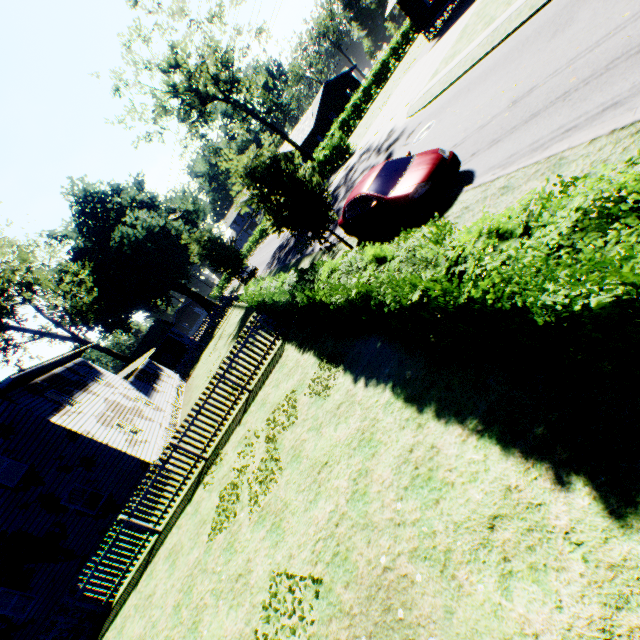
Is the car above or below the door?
below

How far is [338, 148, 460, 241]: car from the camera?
8.3 meters

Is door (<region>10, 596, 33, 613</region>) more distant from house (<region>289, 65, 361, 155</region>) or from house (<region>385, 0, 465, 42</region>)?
house (<region>289, 65, 361, 155</region>)

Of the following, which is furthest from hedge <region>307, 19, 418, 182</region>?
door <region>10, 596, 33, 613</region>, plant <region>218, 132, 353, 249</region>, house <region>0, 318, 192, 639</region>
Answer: door <region>10, 596, 33, 613</region>

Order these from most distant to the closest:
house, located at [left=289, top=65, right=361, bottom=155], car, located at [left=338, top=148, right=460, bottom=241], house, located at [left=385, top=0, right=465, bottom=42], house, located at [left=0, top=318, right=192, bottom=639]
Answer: house, located at [left=289, top=65, right=361, bottom=155], house, located at [left=385, top=0, right=465, bottom=42], house, located at [left=0, top=318, right=192, bottom=639], car, located at [left=338, top=148, right=460, bottom=241]

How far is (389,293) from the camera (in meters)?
4.55

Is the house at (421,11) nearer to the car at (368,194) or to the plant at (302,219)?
the plant at (302,219)

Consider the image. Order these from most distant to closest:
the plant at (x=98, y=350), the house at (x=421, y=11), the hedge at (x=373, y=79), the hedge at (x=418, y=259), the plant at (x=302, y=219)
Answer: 1. the plant at (x=98, y=350)
2. the hedge at (x=373, y=79)
3. the house at (x=421, y=11)
4. the plant at (x=302, y=219)
5. the hedge at (x=418, y=259)
